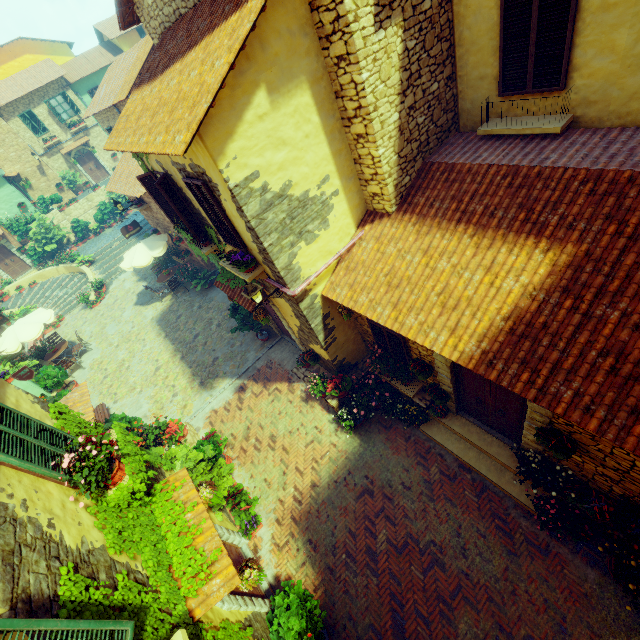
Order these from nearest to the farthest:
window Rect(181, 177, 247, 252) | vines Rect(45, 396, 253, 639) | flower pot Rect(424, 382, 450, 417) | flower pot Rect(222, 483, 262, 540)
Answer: vines Rect(45, 396, 253, 639) < window Rect(181, 177, 247, 252) < flower pot Rect(424, 382, 450, 417) < flower pot Rect(222, 483, 262, 540)

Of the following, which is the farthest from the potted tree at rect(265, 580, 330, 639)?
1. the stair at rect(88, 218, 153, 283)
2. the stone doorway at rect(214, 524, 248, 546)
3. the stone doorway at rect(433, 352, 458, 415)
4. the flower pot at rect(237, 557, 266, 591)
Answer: the stair at rect(88, 218, 153, 283)

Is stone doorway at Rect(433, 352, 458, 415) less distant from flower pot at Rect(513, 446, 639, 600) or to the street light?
flower pot at Rect(513, 446, 639, 600)

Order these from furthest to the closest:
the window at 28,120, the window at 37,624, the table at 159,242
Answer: the window at 28,120 → the table at 159,242 → the window at 37,624

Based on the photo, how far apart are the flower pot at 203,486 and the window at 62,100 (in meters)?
32.76

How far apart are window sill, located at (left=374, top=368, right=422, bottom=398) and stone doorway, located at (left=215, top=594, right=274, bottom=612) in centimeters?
537cm

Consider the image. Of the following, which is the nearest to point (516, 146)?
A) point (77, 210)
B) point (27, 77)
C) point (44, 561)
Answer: point (44, 561)

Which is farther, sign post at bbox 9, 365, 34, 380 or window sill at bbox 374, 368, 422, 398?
sign post at bbox 9, 365, 34, 380
